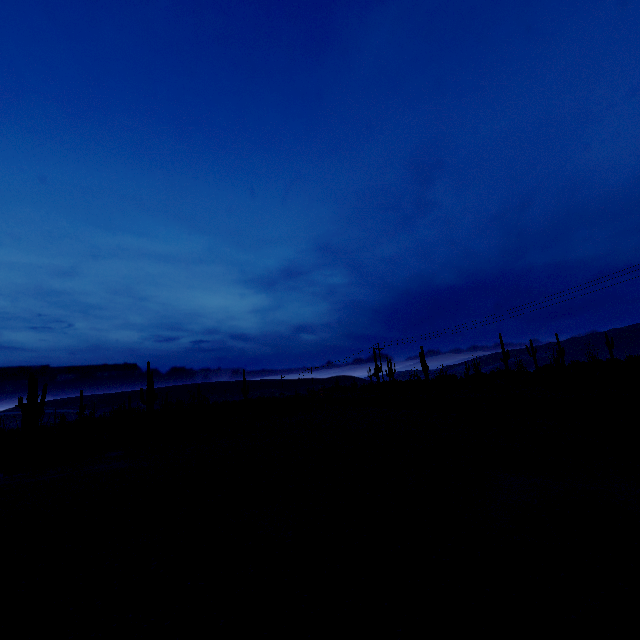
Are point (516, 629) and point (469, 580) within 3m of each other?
yes
